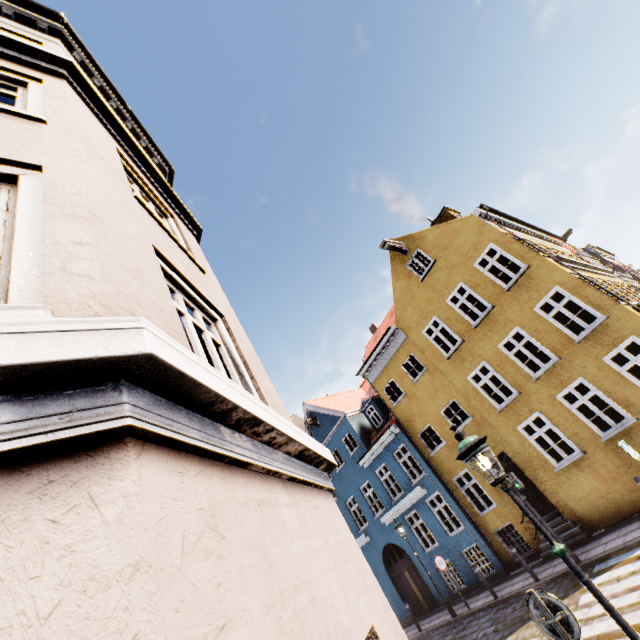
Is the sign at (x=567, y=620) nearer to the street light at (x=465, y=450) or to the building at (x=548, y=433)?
the street light at (x=465, y=450)

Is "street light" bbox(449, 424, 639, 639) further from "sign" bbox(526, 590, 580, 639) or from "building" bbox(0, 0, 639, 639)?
"building" bbox(0, 0, 639, 639)

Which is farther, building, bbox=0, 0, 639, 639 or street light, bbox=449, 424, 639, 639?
street light, bbox=449, 424, 639, 639

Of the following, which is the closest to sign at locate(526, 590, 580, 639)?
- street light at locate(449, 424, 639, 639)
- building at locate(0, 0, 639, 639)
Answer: street light at locate(449, 424, 639, 639)

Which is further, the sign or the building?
the sign

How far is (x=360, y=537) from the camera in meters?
19.5

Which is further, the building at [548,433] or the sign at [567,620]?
the sign at [567,620]
